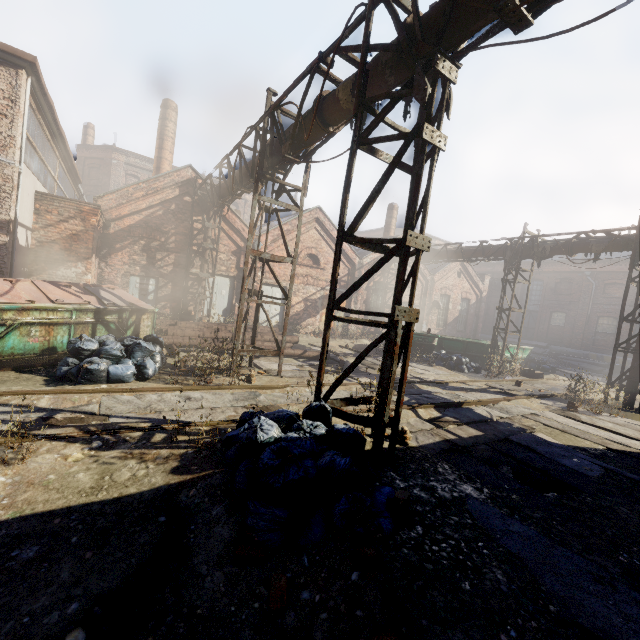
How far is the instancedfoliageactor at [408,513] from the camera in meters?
3.0

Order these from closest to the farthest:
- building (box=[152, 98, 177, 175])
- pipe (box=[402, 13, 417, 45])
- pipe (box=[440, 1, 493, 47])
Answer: pipe (box=[440, 1, 493, 47]) < pipe (box=[402, 13, 417, 45]) < building (box=[152, 98, 177, 175])

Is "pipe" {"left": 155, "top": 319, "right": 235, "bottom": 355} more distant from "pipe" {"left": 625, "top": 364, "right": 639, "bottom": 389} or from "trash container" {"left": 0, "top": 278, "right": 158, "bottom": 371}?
"pipe" {"left": 625, "top": 364, "right": 639, "bottom": 389}

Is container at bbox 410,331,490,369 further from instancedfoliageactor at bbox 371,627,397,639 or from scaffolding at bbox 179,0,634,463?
instancedfoliageactor at bbox 371,627,397,639

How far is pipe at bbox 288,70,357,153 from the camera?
Result: 5.67m

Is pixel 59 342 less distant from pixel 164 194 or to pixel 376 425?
pixel 376 425

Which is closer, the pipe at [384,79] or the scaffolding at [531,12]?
the scaffolding at [531,12]

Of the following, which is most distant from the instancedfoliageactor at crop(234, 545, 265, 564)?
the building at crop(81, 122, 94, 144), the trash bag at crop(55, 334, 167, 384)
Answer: the building at crop(81, 122, 94, 144)
